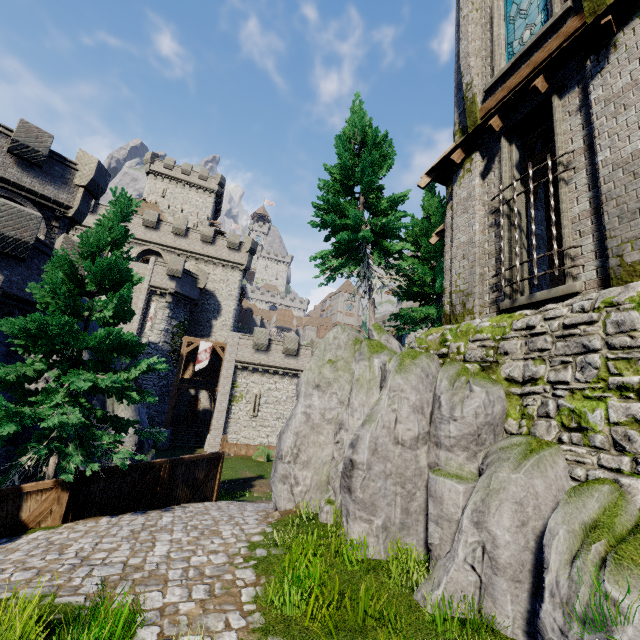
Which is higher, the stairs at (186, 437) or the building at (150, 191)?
the building at (150, 191)

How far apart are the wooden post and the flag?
21.2 meters

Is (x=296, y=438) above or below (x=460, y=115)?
below

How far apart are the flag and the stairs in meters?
7.0 m

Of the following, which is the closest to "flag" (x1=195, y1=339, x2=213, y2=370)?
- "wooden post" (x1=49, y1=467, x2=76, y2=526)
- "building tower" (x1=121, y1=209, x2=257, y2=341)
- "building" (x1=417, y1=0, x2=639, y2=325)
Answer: "building tower" (x1=121, y1=209, x2=257, y2=341)

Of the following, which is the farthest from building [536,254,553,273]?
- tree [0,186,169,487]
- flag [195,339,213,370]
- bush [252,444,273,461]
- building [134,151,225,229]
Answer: building [134,151,225,229]

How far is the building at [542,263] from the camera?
10.75m

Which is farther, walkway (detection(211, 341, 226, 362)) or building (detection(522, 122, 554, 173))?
walkway (detection(211, 341, 226, 362))
